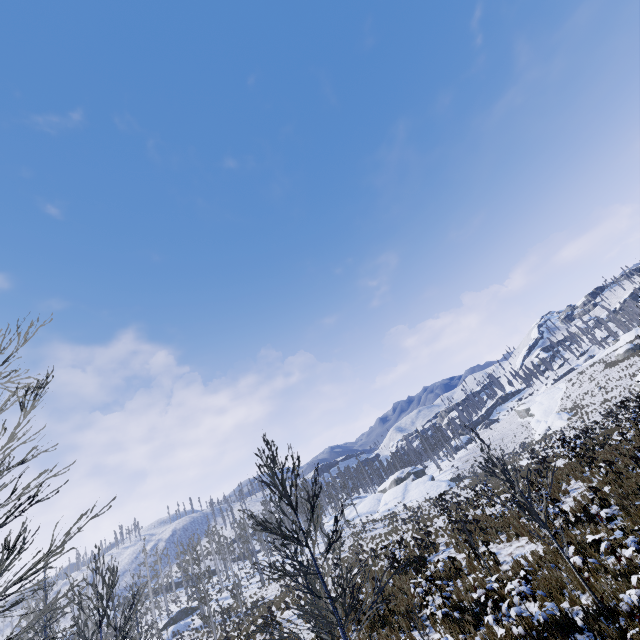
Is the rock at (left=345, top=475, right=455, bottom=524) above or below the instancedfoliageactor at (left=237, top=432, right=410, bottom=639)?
below

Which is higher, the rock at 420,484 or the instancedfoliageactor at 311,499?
the instancedfoliageactor at 311,499

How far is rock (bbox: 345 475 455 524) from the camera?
48.94m

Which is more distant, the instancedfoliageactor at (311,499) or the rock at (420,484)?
the rock at (420,484)

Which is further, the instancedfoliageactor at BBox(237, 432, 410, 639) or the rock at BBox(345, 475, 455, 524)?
the rock at BBox(345, 475, 455, 524)

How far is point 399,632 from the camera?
11.9 meters
